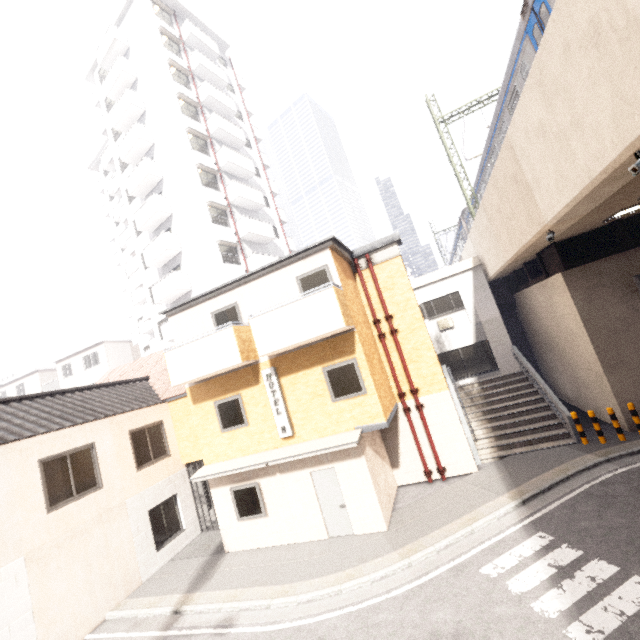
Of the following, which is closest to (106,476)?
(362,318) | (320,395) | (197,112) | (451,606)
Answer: (320,395)

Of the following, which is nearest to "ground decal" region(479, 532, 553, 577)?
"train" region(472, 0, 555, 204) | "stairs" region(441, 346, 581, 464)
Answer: "stairs" region(441, 346, 581, 464)

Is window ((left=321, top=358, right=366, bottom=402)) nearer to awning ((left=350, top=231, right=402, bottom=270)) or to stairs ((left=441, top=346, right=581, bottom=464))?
awning ((left=350, top=231, right=402, bottom=270))

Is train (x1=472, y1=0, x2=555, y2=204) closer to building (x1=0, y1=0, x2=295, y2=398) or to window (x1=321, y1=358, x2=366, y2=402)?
window (x1=321, y1=358, x2=366, y2=402)

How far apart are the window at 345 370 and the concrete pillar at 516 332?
12.76m

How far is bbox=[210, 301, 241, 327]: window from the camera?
11.5 meters

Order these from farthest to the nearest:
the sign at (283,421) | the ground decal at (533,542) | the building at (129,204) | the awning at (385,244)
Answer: the building at (129,204) < the awning at (385,244) < the sign at (283,421) < the ground decal at (533,542)

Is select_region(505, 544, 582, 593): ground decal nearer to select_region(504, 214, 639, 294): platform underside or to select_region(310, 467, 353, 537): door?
select_region(310, 467, 353, 537): door
